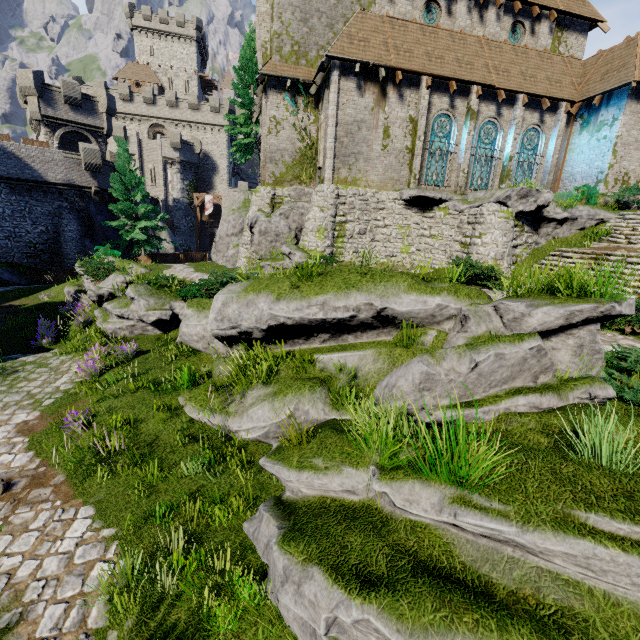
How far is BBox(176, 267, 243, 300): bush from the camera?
11.3m

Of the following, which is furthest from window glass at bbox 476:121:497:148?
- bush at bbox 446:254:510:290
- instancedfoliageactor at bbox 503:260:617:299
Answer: instancedfoliageactor at bbox 503:260:617:299

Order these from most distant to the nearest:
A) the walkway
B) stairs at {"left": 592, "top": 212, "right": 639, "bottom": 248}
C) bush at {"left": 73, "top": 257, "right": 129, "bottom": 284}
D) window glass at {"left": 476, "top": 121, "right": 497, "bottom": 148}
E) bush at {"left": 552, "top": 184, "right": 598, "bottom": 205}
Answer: the walkway
window glass at {"left": 476, "top": 121, "right": 497, "bottom": 148}
bush at {"left": 552, "top": 184, "right": 598, "bottom": 205}
bush at {"left": 73, "top": 257, "right": 129, "bottom": 284}
stairs at {"left": 592, "top": 212, "right": 639, "bottom": 248}

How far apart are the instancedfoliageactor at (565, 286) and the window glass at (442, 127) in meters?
13.6

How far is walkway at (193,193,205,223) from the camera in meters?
45.7

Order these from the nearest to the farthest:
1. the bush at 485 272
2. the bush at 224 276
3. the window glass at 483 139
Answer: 1. the bush at 224 276
2. the bush at 485 272
3. the window glass at 483 139

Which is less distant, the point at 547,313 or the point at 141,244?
the point at 547,313

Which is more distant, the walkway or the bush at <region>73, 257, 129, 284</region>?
the walkway
